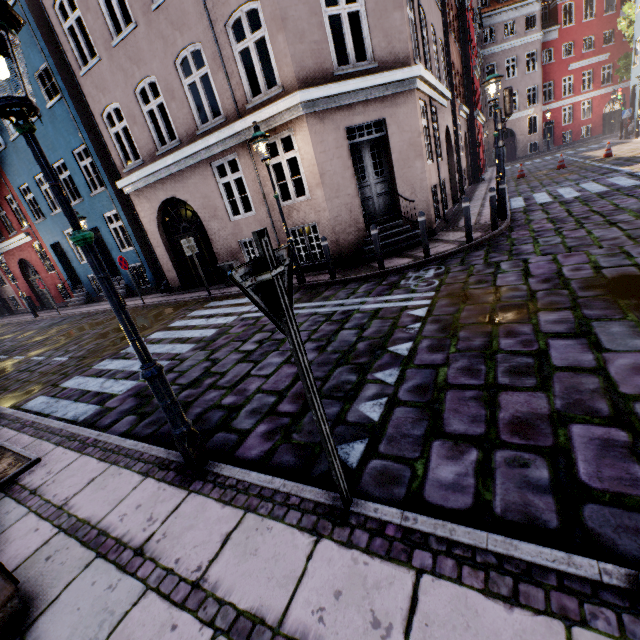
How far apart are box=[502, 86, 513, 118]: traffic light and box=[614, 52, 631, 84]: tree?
29.9 meters

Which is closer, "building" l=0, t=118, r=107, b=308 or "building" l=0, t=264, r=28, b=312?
"building" l=0, t=118, r=107, b=308

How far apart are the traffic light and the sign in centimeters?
1150cm

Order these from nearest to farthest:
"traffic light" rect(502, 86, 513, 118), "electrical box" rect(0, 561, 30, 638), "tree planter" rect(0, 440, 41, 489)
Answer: "electrical box" rect(0, 561, 30, 638), "tree planter" rect(0, 440, 41, 489), "traffic light" rect(502, 86, 513, 118)

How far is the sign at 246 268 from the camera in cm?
153

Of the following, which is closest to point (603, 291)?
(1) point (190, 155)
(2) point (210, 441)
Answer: (2) point (210, 441)

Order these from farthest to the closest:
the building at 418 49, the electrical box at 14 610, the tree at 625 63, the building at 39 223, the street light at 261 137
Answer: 1. the tree at 625 63
2. the building at 39 223
3. the building at 418 49
4. the street light at 261 137
5. the electrical box at 14 610

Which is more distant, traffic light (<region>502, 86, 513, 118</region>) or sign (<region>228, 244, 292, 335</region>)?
traffic light (<region>502, 86, 513, 118</region>)
